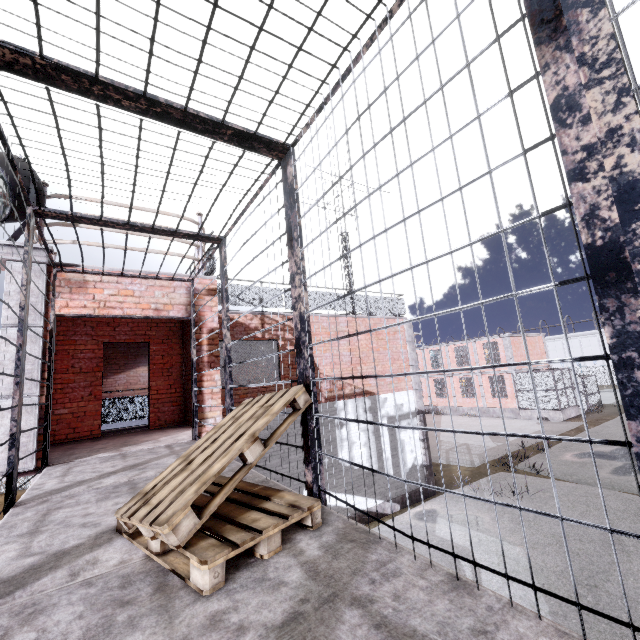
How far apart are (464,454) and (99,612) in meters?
19.7

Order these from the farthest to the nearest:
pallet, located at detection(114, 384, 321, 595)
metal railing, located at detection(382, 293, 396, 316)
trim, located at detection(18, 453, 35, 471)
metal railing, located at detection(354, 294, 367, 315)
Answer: metal railing, located at detection(382, 293, 396, 316), metal railing, located at detection(354, 294, 367, 315), trim, located at detection(18, 453, 35, 471), pallet, located at detection(114, 384, 321, 595)

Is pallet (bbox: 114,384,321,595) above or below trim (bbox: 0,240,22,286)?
below

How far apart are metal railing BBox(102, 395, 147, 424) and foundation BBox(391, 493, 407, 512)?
3.7m

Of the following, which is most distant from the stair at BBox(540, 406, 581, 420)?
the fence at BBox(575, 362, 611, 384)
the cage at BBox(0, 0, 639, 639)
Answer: the fence at BBox(575, 362, 611, 384)

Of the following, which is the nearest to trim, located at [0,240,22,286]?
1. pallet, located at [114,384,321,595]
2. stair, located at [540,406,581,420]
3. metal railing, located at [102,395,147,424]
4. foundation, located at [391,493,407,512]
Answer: foundation, located at [391,493,407,512]

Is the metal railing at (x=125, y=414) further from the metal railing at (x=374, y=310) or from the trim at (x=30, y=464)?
the trim at (x=30, y=464)

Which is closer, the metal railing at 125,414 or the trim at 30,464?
the trim at 30,464
